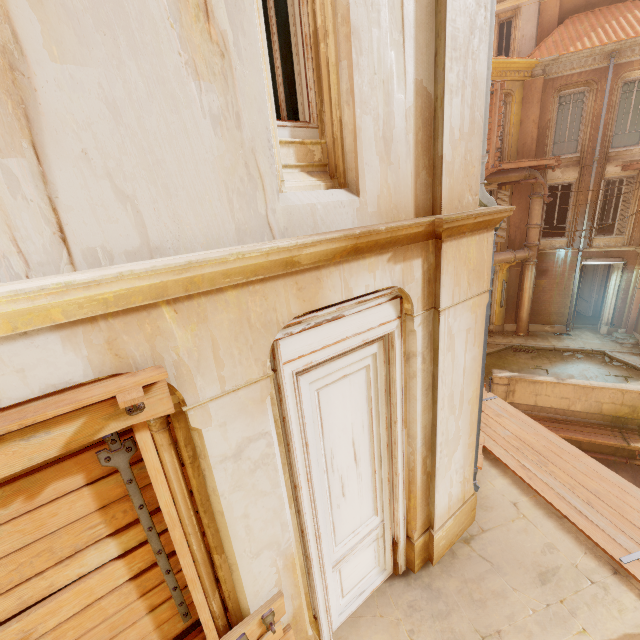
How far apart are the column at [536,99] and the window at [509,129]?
0.0m

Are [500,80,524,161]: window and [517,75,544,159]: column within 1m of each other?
yes

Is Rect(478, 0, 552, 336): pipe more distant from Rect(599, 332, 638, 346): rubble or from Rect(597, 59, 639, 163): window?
Rect(599, 332, 638, 346): rubble

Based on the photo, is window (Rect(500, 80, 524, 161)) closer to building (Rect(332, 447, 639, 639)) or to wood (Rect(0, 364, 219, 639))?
building (Rect(332, 447, 639, 639))

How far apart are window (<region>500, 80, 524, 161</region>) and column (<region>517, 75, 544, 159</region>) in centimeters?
0cm

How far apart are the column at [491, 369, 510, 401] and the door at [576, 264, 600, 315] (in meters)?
10.06

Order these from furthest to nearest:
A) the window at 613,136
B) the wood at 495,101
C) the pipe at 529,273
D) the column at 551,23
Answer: the column at 551,23, the window at 613,136, the wood at 495,101, the pipe at 529,273

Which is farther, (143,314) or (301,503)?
(301,503)
